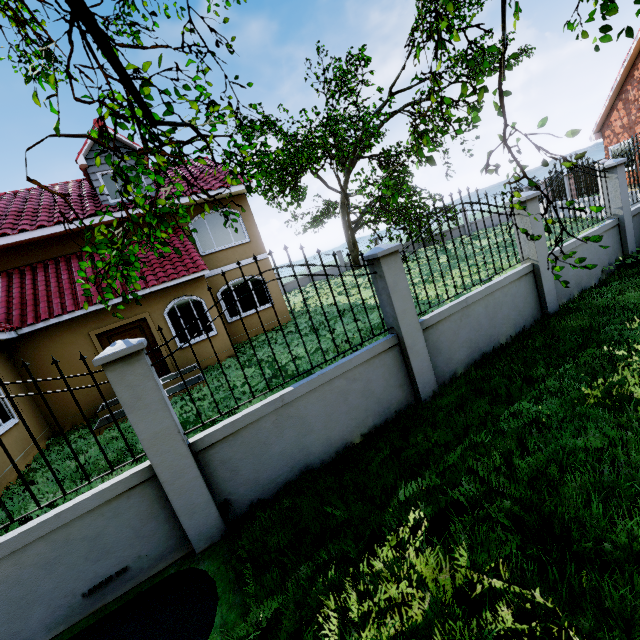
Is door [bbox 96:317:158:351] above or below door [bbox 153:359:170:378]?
above

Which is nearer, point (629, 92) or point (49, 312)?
point (49, 312)

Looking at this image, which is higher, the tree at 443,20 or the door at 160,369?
the tree at 443,20

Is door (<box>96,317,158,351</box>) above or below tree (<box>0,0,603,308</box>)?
below

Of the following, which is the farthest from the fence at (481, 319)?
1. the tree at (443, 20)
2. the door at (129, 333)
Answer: the door at (129, 333)

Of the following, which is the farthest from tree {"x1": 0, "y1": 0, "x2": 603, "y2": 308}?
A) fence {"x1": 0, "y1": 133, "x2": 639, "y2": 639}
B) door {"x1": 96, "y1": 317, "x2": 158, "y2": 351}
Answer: door {"x1": 96, "y1": 317, "x2": 158, "y2": 351}

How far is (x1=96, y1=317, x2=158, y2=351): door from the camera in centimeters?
1022cm

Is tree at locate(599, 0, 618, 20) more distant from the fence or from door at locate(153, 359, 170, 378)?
door at locate(153, 359, 170, 378)
